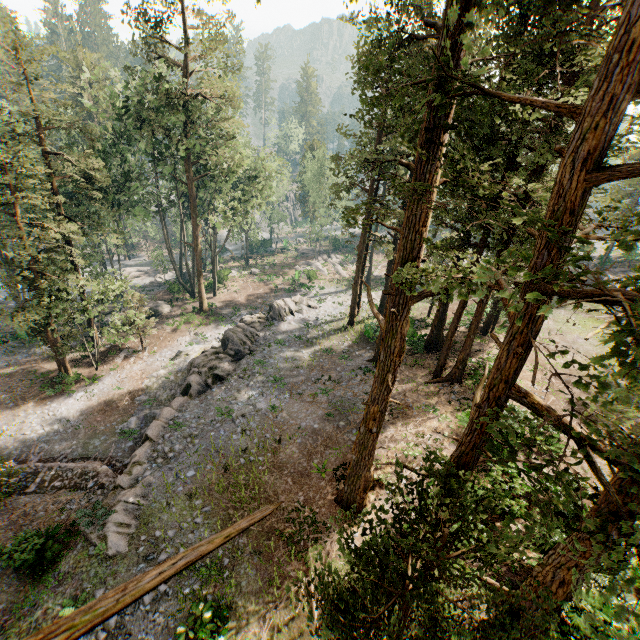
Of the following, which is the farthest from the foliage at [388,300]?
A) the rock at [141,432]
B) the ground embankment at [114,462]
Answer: the rock at [141,432]

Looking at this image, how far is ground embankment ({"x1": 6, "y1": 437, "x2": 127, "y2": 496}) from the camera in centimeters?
1762cm

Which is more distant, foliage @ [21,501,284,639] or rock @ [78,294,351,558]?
rock @ [78,294,351,558]

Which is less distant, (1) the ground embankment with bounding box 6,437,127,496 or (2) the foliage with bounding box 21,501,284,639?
(2) the foliage with bounding box 21,501,284,639

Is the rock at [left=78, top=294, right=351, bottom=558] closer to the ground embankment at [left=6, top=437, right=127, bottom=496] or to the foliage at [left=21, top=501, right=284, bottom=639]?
the ground embankment at [left=6, top=437, right=127, bottom=496]

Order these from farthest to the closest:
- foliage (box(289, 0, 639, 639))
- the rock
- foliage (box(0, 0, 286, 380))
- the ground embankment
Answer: foliage (box(0, 0, 286, 380)) < the ground embankment < the rock < foliage (box(289, 0, 639, 639))

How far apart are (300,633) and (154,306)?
35.0 meters
